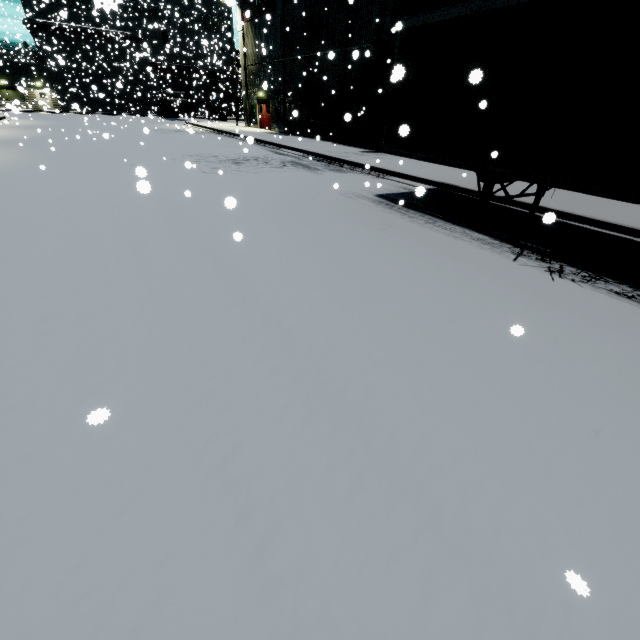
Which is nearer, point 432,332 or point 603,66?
point 432,332

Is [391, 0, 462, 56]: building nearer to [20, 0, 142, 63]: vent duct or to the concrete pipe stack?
[20, 0, 142, 63]: vent duct

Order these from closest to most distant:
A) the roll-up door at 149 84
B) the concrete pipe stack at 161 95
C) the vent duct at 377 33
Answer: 1. the vent duct at 377 33
2. the concrete pipe stack at 161 95
3. the roll-up door at 149 84

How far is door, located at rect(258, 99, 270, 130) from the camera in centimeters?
2883cm

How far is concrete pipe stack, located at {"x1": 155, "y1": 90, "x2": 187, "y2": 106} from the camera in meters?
37.6

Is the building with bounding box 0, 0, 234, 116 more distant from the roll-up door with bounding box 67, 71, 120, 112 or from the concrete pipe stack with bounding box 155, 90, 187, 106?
the concrete pipe stack with bounding box 155, 90, 187, 106

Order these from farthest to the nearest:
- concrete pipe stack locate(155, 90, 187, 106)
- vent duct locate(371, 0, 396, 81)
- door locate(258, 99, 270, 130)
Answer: concrete pipe stack locate(155, 90, 187, 106), door locate(258, 99, 270, 130), vent duct locate(371, 0, 396, 81)

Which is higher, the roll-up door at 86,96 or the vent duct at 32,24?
the vent duct at 32,24
